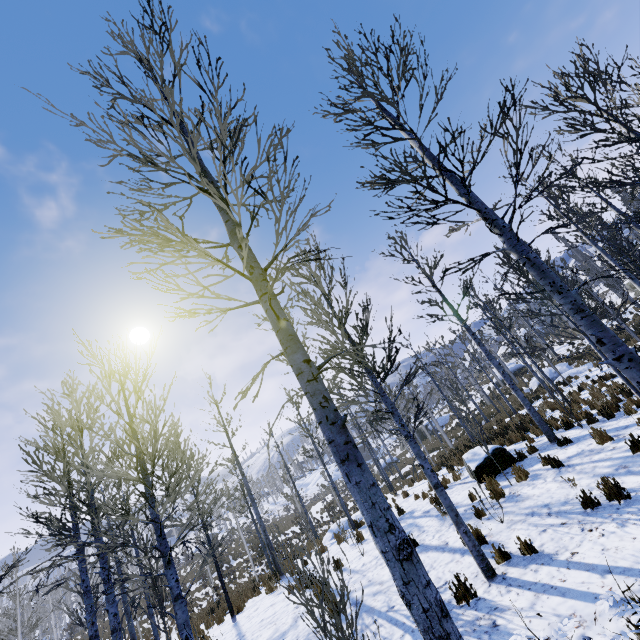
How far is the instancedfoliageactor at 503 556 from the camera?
5.4 meters

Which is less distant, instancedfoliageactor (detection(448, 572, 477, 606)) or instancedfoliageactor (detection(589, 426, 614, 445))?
instancedfoliageactor (detection(448, 572, 477, 606))

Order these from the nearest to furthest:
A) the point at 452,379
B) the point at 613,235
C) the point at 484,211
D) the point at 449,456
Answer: the point at 484,211 < the point at 452,379 < the point at 613,235 < the point at 449,456

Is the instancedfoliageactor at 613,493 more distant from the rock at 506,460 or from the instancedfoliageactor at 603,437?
the instancedfoliageactor at 603,437

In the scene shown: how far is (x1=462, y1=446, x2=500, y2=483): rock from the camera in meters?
9.8

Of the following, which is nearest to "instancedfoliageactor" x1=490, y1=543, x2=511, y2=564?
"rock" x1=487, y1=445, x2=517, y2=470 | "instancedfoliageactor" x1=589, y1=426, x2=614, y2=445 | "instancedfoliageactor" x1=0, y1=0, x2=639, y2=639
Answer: "rock" x1=487, y1=445, x2=517, y2=470

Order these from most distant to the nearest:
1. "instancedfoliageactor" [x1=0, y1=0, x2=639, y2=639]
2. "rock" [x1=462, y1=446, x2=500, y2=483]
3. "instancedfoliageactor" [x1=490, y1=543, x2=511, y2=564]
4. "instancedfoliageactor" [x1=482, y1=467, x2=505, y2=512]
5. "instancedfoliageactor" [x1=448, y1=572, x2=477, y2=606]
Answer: "rock" [x1=462, y1=446, x2=500, y2=483]
"instancedfoliageactor" [x1=482, y1=467, x2=505, y2=512]
"instancedfoliageactor" [x1=490, y1=543, x2=511, y2=564]
"instancedfoliageactor" [x1=448, y1=572, x2=477, y2=606]
"instancedfoliageactor" [x1=0, y1=0, x2=639, y2=639]

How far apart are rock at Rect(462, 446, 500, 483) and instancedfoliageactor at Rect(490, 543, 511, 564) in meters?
5.0 m
